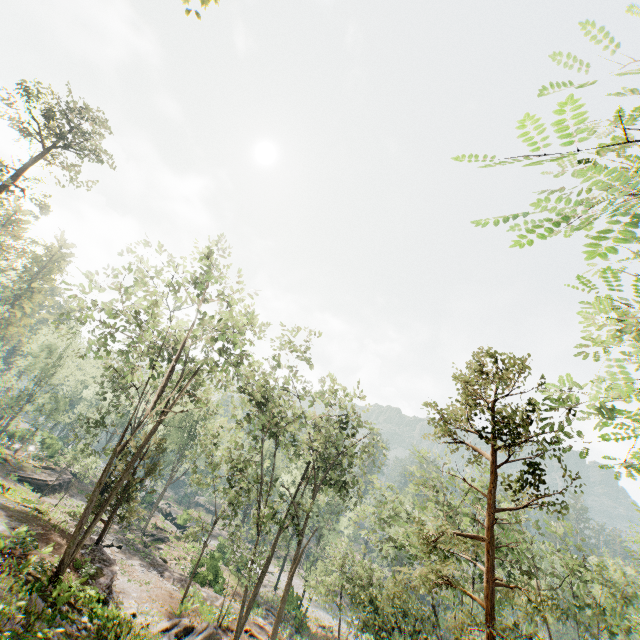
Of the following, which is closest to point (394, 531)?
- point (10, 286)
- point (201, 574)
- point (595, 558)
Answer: point (201, 574)

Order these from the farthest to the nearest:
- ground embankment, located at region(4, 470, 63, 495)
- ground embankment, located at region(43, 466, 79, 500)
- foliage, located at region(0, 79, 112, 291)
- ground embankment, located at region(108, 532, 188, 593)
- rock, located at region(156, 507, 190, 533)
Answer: rock, located at region(156, 507, 190, 533) → ground embankment, located at region(43, 466, 79, 500) → ground embankment, located at region(4, 470, 63, 495) → foliage, located at region(0, 79, 112, 291) → ground embankment, located at region(108, 532, 188, 593)

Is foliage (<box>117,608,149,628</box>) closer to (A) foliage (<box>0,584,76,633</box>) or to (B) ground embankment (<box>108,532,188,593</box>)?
(B) ground embankment (<box>108,532,188,593</box>)

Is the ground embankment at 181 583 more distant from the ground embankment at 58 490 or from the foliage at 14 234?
the foliage at 14 234

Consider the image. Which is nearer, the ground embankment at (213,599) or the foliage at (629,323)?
the foliage at (629,323)

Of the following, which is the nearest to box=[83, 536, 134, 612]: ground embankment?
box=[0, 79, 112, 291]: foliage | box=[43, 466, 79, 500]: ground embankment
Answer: box=[0, 79, 112, 291]: foliage

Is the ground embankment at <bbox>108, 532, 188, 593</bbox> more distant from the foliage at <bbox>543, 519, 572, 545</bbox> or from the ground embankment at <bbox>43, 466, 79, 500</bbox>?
the foliage at <bbox>543, 519, 572, 545</bbox>
